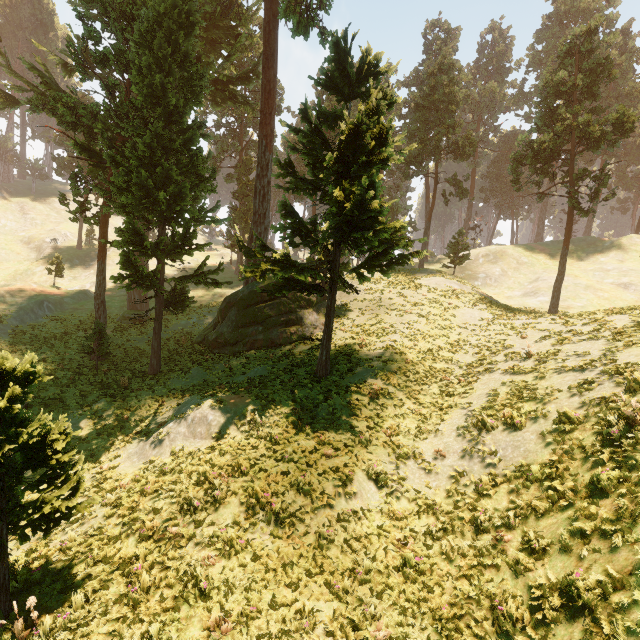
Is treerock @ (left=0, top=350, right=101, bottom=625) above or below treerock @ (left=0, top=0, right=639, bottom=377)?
below

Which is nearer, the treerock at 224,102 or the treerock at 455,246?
the treerock at 224,102

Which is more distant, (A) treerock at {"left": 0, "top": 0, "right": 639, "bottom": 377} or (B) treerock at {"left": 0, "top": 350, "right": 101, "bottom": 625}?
(A) treerock at {"left": 0, "top": 0, "right": 639, "bottom": 377}

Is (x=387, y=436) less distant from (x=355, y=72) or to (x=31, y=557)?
(x=31, y=557)

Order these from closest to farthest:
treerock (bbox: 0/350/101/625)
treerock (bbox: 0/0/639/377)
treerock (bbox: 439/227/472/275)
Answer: treerock (bbox: 0/350/101/625) < treerock (bbox: 0/0/639/377) < treerock (bbox: 439/227/472/275)

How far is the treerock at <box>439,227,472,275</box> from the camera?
36.9 meters
